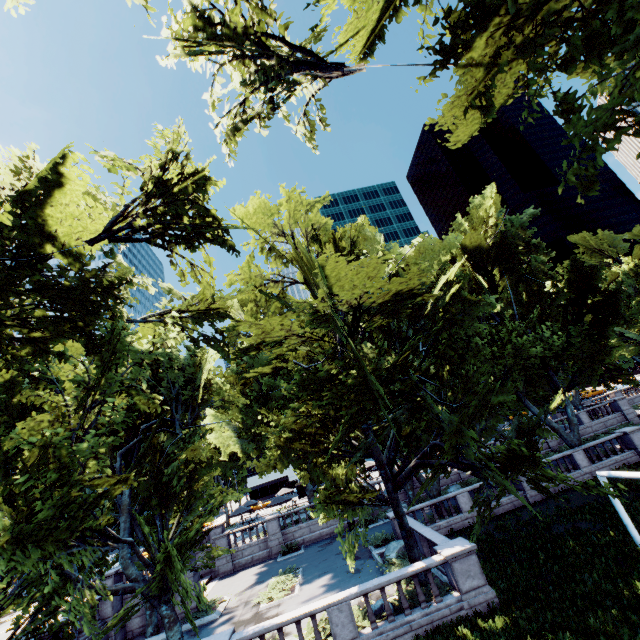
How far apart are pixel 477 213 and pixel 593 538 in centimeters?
2571cm

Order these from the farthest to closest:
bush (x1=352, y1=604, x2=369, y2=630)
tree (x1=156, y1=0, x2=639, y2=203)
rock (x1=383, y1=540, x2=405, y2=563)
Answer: rock (x1=383, y1=540, x2=405, y2=563) → bush (x1=352, y1=604, x2=369, y2=630) → tree (x1=156, y1=0, x2=639, y2=203)

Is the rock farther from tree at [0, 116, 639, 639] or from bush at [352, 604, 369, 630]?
bush at [352, 604, 369, 630]

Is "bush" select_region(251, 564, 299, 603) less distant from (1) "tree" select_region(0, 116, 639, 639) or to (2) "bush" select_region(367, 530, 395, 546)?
(2) "bush" select_region(367, 530, 395, 546)

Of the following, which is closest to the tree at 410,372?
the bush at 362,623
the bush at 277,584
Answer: the bush at 362,623

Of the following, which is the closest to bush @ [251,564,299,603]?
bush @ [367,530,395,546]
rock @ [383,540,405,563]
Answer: bush @ [367,530,395,546]

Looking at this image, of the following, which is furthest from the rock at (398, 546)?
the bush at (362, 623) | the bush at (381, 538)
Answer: the bush at (362, 623)

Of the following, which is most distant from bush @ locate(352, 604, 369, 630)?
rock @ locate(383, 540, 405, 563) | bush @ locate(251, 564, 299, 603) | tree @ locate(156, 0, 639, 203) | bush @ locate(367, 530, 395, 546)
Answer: bush @ locate(367, 530, 395, 546)
